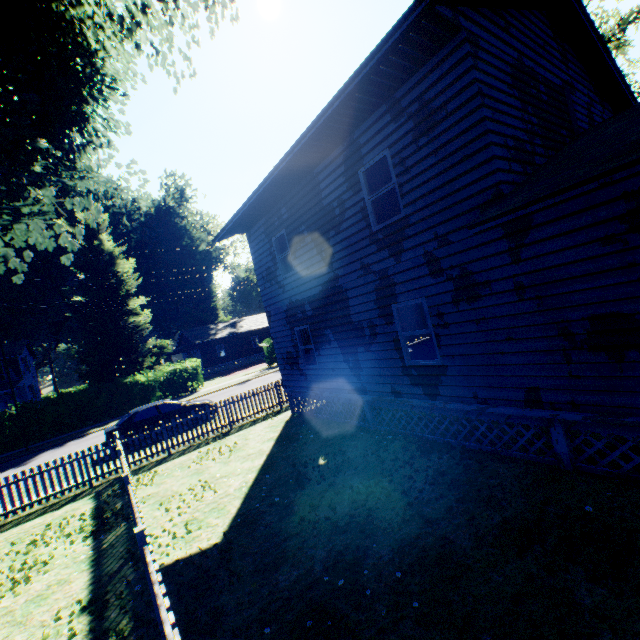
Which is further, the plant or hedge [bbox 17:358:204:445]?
hedge [bbox 17:358:204:445]

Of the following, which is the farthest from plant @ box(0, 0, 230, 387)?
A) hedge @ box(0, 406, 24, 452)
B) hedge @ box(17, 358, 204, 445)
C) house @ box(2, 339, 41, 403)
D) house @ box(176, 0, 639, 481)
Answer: house @ box(2, 339, 41, 403)

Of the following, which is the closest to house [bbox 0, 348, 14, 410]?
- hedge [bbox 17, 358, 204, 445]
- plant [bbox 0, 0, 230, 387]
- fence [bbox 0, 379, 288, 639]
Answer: plant [bbox 0, 0, 230, 387]

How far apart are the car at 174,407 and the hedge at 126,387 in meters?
11.1

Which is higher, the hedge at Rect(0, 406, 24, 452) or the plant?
the plant

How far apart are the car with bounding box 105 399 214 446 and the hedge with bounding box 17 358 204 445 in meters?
11.1

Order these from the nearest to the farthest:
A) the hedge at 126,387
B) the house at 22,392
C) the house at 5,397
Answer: the hedge at 126,387 → the house at 5,397 → the house at 22,392

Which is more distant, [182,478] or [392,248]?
[182,478]
